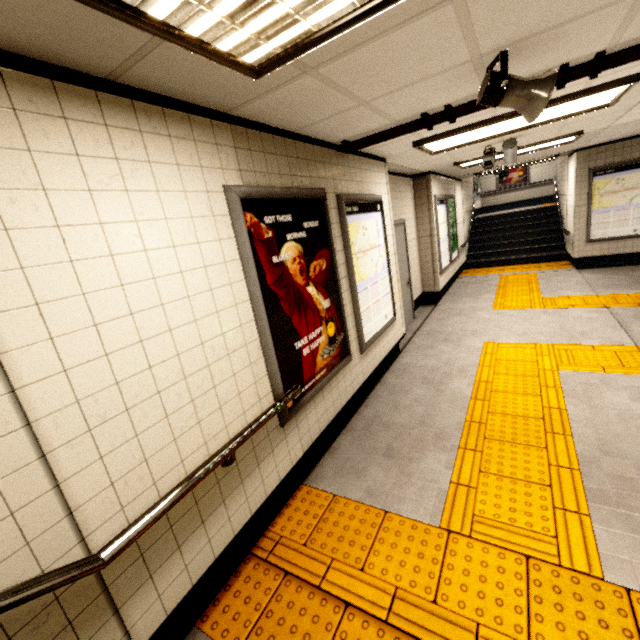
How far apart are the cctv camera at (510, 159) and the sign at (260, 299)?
3.46m

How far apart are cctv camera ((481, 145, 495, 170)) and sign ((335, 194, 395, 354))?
2.0m

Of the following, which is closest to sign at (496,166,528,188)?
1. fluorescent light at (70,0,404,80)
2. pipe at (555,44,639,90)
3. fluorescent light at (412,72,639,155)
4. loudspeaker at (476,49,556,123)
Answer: fluorescent light at (412,72,639,155)

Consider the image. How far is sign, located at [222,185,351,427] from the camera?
2.24m

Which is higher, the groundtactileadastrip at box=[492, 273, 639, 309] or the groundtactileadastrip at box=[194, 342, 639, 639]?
the groundtactileadastrip at box=[492, 273, 639, 309]

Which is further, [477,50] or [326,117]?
[326,117]

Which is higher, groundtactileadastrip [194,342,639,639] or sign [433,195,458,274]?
sign [433,195,458,274]

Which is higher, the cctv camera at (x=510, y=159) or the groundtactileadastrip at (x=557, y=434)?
the cctv camera at (x=510, y=159)
